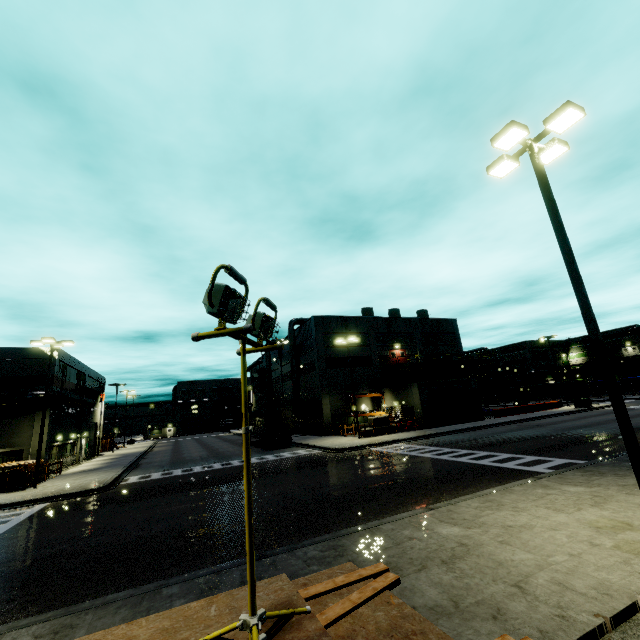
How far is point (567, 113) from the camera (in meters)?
8.04

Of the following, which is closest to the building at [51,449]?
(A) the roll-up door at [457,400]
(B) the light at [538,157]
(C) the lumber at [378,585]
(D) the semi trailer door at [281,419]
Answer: (A) the roll-up door at [457,400]

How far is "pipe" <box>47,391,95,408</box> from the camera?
27.39m

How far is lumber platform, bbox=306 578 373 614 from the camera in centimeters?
263cm

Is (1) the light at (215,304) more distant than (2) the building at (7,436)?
No

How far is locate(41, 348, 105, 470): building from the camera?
28.2 meters

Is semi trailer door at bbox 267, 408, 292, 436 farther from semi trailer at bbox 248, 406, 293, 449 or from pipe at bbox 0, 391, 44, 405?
pipe at bbox 0, 391, 44, 405
